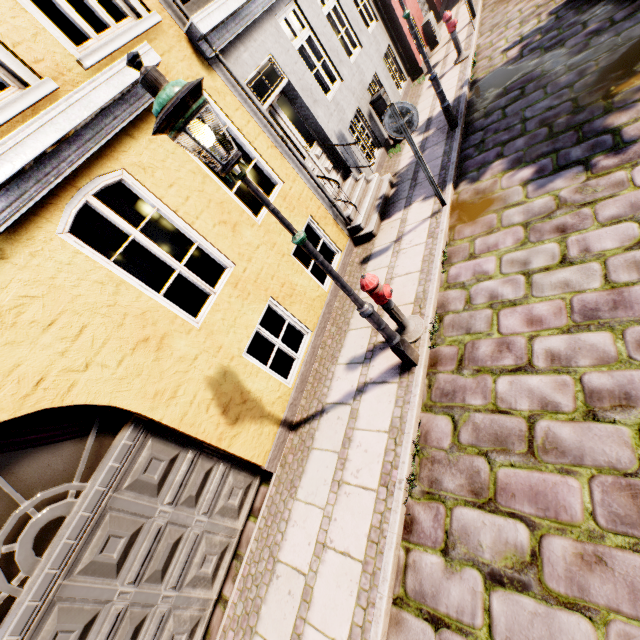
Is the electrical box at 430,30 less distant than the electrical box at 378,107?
No

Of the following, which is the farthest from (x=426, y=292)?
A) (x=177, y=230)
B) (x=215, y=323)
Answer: (x=177, y=230)

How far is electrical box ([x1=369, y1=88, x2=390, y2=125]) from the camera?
7.9m

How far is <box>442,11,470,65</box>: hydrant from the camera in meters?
8.6 m

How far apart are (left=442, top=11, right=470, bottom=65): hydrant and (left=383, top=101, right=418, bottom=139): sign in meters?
6.7

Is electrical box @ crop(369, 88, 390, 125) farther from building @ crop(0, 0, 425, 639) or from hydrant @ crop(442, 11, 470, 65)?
hydrant @ crop(442, 11, 470, 65)

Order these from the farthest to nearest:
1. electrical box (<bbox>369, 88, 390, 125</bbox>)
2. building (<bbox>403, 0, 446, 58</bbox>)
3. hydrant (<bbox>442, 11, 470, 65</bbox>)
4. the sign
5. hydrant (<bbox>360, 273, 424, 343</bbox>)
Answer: building (<bbox>403, 0, 446, 58</bbox>) → hydrant (<bbox>442, 11, 470, 65</bbox>) → electrical box (<bbox>369, 88, 390, 125</bbox>) → the sign → hydrant (<bbox>360, 273, 424, 343</bbox>)

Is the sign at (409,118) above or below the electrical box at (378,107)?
above
